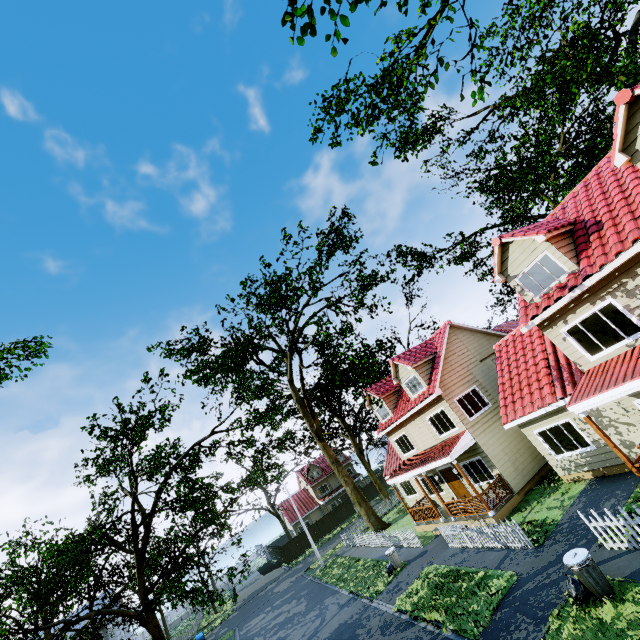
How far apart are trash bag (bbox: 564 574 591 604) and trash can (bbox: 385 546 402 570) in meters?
11.2 m

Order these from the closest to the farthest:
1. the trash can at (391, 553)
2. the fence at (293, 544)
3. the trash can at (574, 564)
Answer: the trash can at (574, 564) → the trash can at (391, 553) → the fence at (293, 544)

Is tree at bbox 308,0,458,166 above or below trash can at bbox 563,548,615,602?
above

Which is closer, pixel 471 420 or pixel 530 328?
pixel 530 328

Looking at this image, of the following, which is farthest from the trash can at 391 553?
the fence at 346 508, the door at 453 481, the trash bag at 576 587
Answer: the trash bag at 576 587

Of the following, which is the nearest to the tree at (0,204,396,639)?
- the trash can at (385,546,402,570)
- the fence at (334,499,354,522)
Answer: the fence at (334,499,354,522)

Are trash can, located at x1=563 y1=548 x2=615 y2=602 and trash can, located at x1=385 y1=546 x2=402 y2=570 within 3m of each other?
no

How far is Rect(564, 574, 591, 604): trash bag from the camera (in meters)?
7.97
